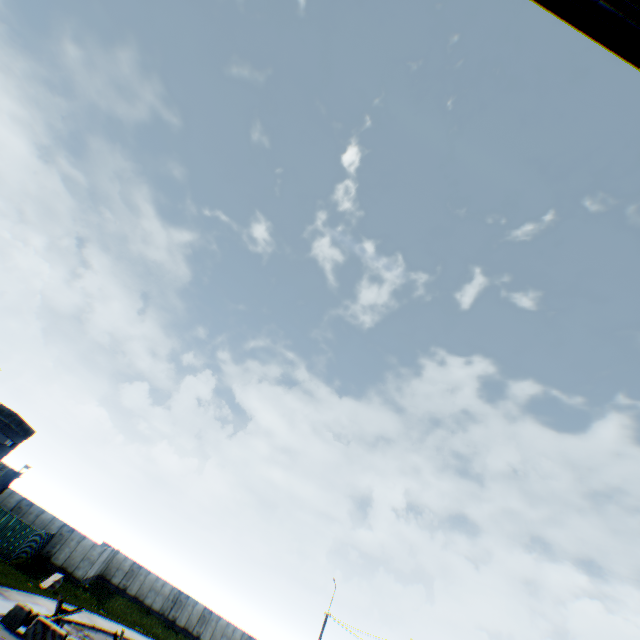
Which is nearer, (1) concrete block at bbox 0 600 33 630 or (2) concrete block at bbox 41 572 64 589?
(1) concrete block at bbox 0 600 33 630

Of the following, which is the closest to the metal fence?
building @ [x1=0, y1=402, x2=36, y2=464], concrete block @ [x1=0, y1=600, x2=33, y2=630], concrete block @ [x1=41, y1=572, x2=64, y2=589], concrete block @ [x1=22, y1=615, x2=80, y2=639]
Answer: concrete block @ [x1=41, y1=572, x2=64, y2=589]

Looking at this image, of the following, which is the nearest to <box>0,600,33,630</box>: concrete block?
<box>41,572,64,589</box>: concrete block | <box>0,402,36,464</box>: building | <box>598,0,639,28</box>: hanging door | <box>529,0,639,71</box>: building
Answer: <box>0,402,36,464</box>: building

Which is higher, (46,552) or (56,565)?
(46,552)

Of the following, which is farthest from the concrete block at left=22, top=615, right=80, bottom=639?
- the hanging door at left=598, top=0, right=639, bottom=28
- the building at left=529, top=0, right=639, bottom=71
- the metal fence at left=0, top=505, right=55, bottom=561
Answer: the building at left=529, top=0, right=639, bottom=71

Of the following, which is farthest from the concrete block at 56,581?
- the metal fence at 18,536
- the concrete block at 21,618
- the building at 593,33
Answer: the building at 593,33

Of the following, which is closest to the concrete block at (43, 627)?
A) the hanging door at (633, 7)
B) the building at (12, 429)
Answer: the building at (12, 429)

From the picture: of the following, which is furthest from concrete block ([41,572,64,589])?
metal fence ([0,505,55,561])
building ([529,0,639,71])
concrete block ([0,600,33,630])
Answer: building ([529,0,639,71])
